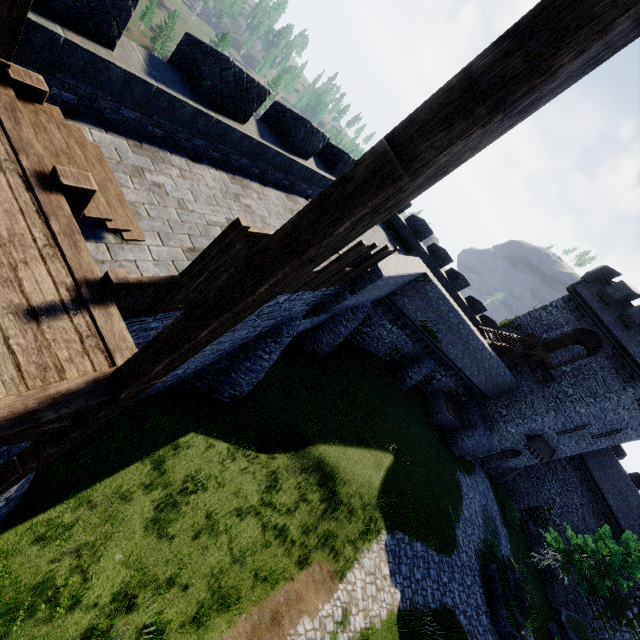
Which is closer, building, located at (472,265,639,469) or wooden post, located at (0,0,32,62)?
wooden post, located at (0,0,32,62)

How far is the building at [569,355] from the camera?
31.2m

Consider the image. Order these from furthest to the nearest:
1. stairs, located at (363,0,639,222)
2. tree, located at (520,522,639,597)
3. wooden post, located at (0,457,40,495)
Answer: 1. tree, located at (520,522,639,597)
2. wooden post, located at (0,457,40,495)
3. stairs, located at (363,0,639,222)

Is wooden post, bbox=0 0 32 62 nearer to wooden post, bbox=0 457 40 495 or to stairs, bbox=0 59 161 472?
stairs, bbox=0 59 161 472

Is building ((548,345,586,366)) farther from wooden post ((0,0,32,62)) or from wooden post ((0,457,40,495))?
wooden post ((0,0,32,62))

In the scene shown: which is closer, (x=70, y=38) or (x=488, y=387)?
(x=70, y=38)

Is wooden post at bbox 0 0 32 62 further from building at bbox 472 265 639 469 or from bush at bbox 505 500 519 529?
bush at bbox 505 500 519 529

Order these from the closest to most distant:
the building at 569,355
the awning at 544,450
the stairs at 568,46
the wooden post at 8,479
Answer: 1. the stairs at 568,46
2. the wooden post at 8,479
3. the awning at 544,450
4. the building at 569,355
